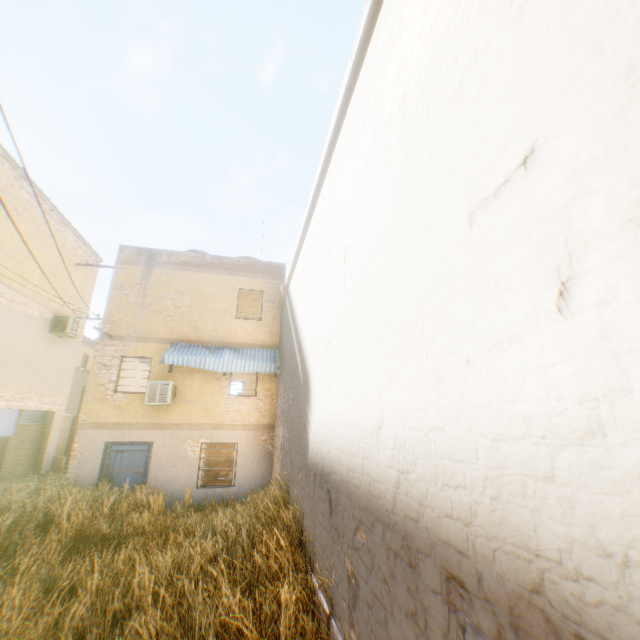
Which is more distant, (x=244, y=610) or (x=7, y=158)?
(x=7, y=158)

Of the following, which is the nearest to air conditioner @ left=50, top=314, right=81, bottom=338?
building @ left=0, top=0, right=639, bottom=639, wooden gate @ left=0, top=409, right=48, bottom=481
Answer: building @ left=0, top=0, right=639, bottom=639

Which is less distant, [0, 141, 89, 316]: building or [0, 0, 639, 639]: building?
[0, 0, 639, 639]: building

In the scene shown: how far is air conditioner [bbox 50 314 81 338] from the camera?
13.78m

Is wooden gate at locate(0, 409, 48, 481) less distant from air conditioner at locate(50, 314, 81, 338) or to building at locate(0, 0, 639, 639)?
building at locate(0, 0, 639, 639)

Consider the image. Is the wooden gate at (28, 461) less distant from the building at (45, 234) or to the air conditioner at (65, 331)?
the building at (45, 234)

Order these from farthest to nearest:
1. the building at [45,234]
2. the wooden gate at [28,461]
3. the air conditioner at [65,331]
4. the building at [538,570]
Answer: the air conditioner at [65,331] → the wooden gate at [28,461] → the building at [45,234] → the building at [538,570]
